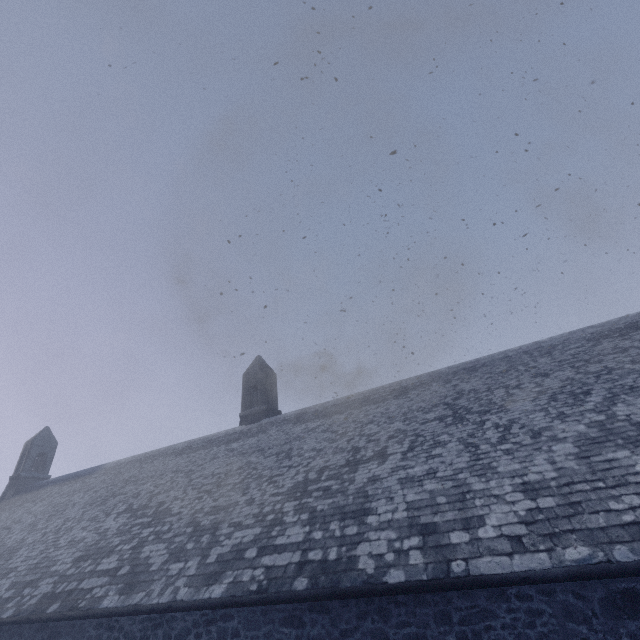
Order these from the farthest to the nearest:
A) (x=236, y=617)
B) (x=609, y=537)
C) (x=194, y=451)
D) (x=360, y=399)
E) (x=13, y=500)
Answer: (x=13, y=500), (x=194, y=451), (x=360, y=399), (x=236, y=617), (x=609, y=537)
